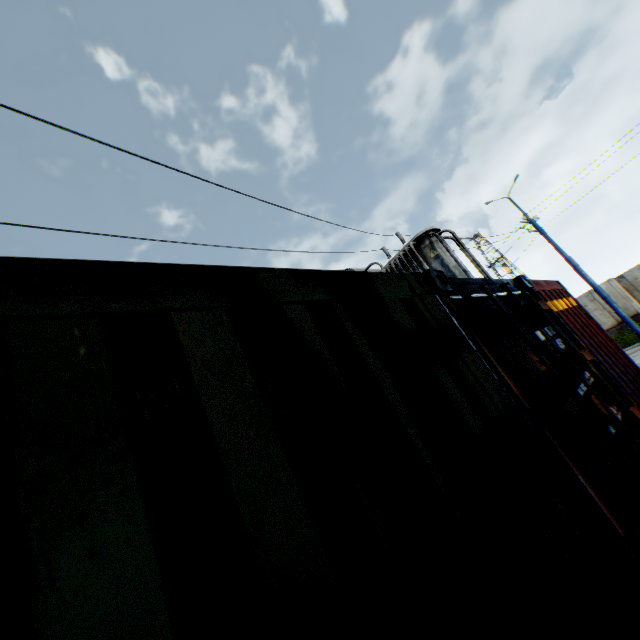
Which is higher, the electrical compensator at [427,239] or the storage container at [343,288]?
the electrical compensator at [427,239]

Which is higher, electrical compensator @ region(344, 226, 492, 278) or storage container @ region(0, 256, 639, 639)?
electrical compensator @ region(344, 226, 492, 278)

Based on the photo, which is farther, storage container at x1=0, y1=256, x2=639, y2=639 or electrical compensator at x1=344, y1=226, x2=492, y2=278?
electrical compensator at x1=344, y1=226, x2=492, y2=278

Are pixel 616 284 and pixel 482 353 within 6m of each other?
no

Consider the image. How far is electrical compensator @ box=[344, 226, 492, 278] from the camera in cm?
912

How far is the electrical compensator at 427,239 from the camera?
9.12m
